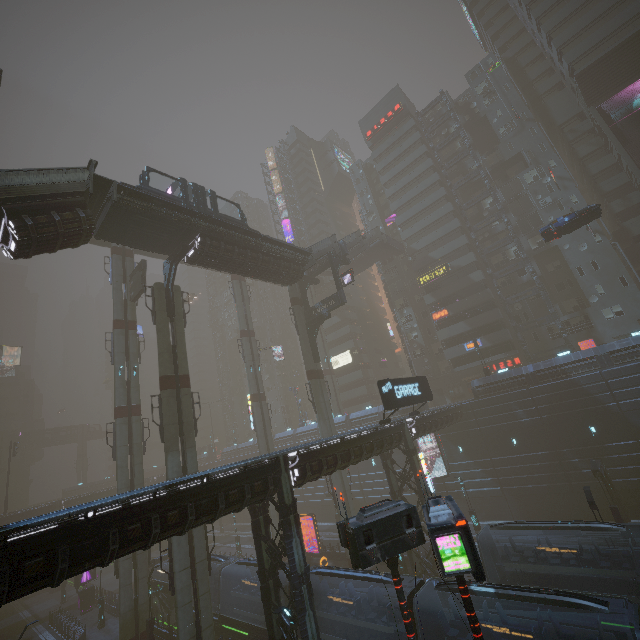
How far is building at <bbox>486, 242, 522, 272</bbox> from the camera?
45.3 meters

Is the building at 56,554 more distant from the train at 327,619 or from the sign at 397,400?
the sign at 397,400

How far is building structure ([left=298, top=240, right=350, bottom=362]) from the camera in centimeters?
3538cm

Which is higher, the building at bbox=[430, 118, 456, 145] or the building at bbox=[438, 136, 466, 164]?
the building at bbox=[430, 118, 456, 145]

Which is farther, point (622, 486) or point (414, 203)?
point (414, 203)

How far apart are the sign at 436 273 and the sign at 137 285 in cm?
3803

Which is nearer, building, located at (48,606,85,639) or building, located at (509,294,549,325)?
building, located at (48,606,85,639)
